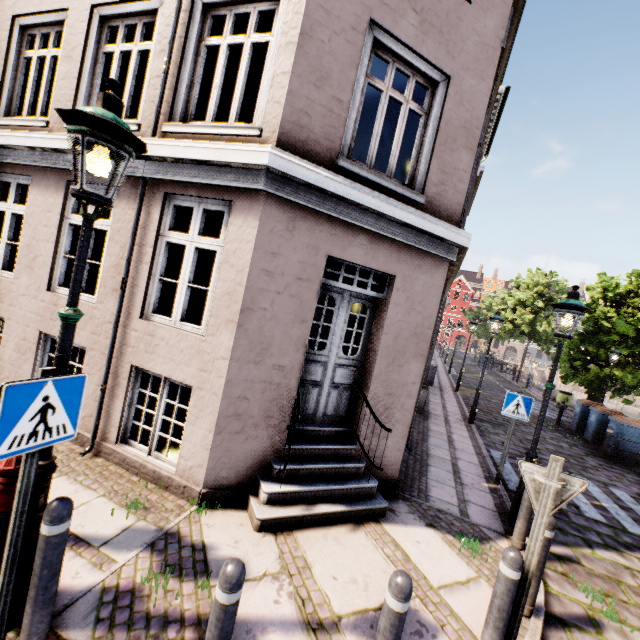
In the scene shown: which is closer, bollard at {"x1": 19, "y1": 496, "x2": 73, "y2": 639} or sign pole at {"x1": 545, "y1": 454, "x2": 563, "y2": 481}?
bollard at {"x1": 19, "y1": 496, "x2": 73, "y2": 639}

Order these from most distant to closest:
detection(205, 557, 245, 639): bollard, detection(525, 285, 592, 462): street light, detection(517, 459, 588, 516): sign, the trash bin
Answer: the trash bin → detection(525, 285, 592, 462): street light → detection(517, 459, 588, 516): sign → detection(205, 557, 245, 639): bollard

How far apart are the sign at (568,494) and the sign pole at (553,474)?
0.0m

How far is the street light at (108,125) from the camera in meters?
2.1 m

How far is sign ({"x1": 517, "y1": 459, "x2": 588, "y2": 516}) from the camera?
2.7 meters

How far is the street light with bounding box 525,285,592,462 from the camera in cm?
498

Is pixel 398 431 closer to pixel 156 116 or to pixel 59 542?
pixel 59 542

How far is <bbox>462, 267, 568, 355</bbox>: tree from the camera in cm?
2823
